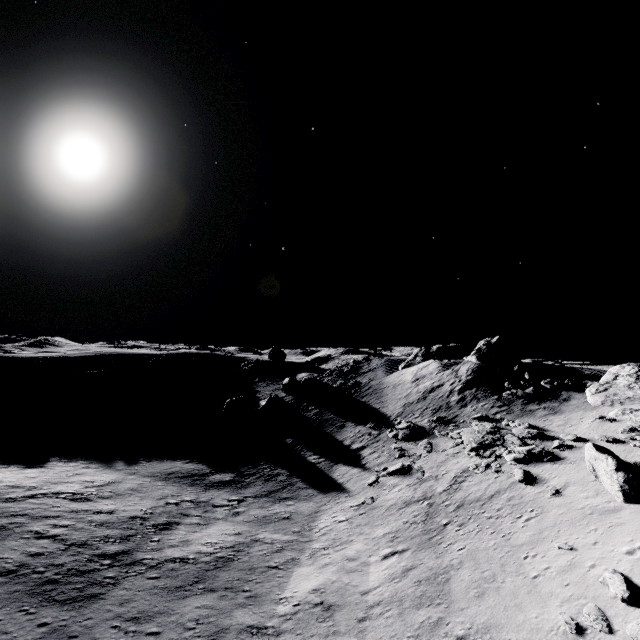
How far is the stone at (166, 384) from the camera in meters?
45.0

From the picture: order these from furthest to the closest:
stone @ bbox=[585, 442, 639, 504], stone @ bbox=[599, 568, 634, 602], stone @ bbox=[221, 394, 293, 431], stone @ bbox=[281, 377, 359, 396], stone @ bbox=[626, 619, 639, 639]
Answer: stone @ bbox=[281, 377, 359, 396] < stone @ bbox=[221, 394, 293, 431] < stone @ bbox=[585, 442, 639, 504] < stone @ bbox=[599, 568, 634, 602] < stone @ bbox=[626, 619, 639, 639]

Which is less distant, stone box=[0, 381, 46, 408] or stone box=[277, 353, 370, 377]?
stone box=[0, 381, 46, 408]

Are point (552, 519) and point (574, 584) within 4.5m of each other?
yes

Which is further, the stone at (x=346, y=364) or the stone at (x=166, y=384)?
the stone at (x=346, y=364)

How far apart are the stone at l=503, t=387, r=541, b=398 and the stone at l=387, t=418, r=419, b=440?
8.6m

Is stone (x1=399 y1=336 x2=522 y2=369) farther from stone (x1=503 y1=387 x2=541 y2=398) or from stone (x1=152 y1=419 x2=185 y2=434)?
stone (x1=152 y1=419 x2=185 y2=434)

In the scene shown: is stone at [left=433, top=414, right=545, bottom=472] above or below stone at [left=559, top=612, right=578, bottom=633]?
above
